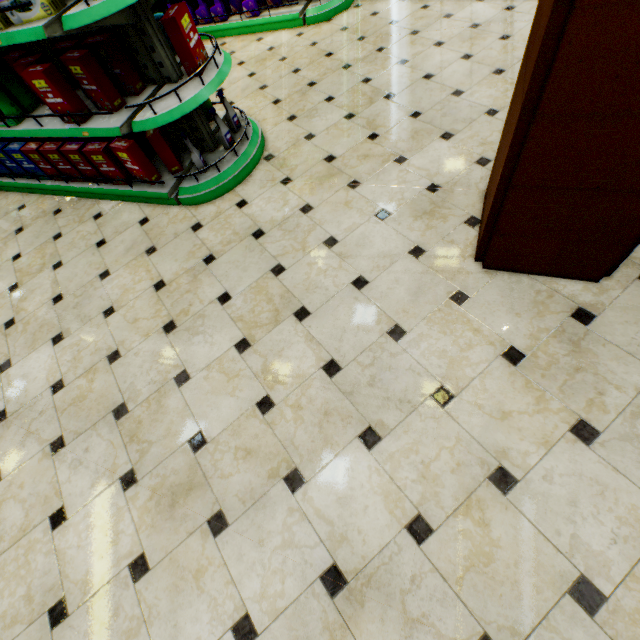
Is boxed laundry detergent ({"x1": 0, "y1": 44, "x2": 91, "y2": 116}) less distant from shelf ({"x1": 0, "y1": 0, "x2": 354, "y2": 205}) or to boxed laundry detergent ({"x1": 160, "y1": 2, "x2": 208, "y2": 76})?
shelf ({"x1": 0, "y1": 0, "x2": 354, "y2": 205})

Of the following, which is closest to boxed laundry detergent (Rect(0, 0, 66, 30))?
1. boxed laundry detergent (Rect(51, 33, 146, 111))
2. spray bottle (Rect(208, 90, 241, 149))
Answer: boxed laundry detergent (Rect(51, 33, 146, 111))

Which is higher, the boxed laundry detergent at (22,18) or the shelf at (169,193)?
the boxed laundry detergent at (22,18)

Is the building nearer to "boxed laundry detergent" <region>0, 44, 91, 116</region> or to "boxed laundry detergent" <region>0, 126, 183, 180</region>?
"boxed laundry detergent" <region>0, 126, 183, 180</region>

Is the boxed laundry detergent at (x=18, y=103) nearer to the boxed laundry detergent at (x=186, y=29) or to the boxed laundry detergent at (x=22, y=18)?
the boxed laundry detergent at (x=22, y=18)

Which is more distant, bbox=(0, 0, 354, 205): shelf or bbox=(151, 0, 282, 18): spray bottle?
bbox=(151, 0, 282, 18): spray bottle

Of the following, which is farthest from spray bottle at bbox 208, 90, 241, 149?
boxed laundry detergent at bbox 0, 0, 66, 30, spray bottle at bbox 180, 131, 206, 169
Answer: boxed laundry detergent at bbox 0, 0, 66, 30

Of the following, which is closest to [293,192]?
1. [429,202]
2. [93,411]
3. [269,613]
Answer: [429,202]
